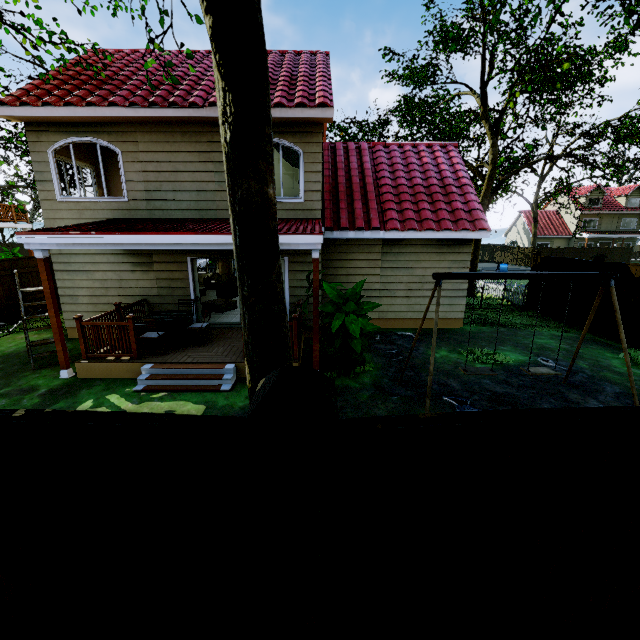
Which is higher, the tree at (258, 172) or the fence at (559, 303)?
the tree at (258, 172)

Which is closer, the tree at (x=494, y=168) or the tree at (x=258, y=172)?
the tree at (x=258, y=172)

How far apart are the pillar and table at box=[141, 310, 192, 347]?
1.62m

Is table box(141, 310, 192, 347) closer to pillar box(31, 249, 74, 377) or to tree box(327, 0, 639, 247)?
pillar box(31, 249, 74, 377)

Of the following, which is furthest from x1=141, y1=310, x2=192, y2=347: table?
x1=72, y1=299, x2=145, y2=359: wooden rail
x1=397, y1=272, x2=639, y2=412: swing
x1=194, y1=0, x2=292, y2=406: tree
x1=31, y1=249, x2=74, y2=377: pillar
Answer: x1=397, y1=272, x2=639, y2=412: swing

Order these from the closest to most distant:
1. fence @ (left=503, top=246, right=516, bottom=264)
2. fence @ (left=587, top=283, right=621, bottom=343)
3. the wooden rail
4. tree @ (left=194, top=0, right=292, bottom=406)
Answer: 1. tree @ (left=194, top=0, right=292, bottom=406)
2. the wooden rail
3. fence @ (left=587, top=283, right=621, bottom=343)
4. fence @ (left=503, top=246, right=516, bottom=264)

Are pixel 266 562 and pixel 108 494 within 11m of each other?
yes

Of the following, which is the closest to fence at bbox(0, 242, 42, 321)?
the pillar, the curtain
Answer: the pillar
